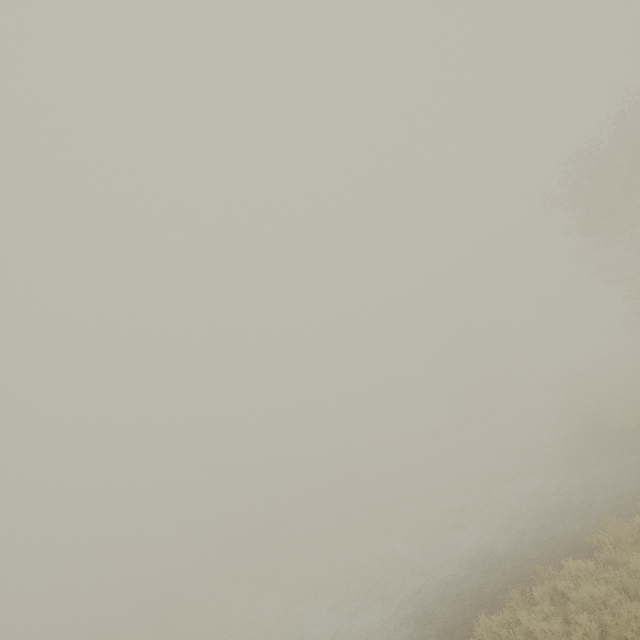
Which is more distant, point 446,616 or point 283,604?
point 283,604
